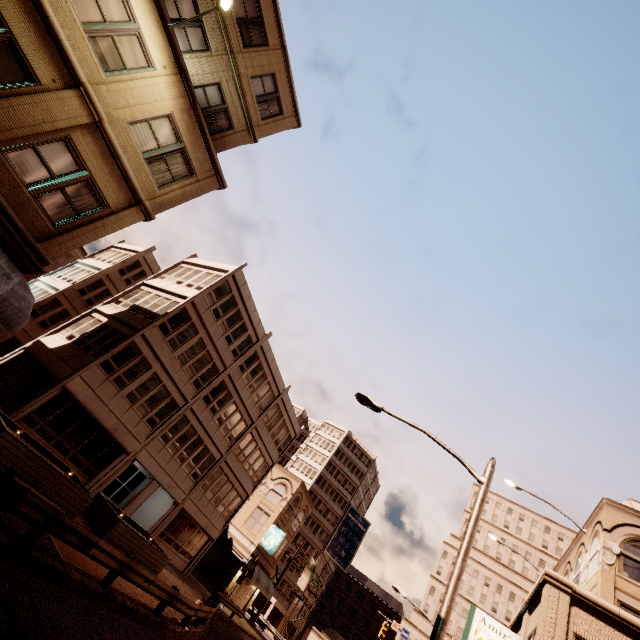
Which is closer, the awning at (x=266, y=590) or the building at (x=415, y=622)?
the awning at (x=266, y=590)

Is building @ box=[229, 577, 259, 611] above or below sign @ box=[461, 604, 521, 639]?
below

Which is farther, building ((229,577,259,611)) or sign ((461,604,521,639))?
building ((229,577,259,611))

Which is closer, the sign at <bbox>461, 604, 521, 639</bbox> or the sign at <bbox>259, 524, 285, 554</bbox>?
the sign at <bbox>461, 604, 521, 639</bbox>

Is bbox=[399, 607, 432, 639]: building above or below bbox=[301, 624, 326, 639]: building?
above

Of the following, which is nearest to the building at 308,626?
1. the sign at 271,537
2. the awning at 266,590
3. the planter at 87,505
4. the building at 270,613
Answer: the building at 270,613

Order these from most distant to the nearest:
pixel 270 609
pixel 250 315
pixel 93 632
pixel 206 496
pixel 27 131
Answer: pixel 270 609 < pixel 206 496 < pixel 250 315 < pixel 27 131 < pixel 93 632

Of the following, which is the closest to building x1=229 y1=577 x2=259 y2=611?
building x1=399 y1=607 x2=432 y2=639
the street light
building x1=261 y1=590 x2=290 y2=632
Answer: the street light
